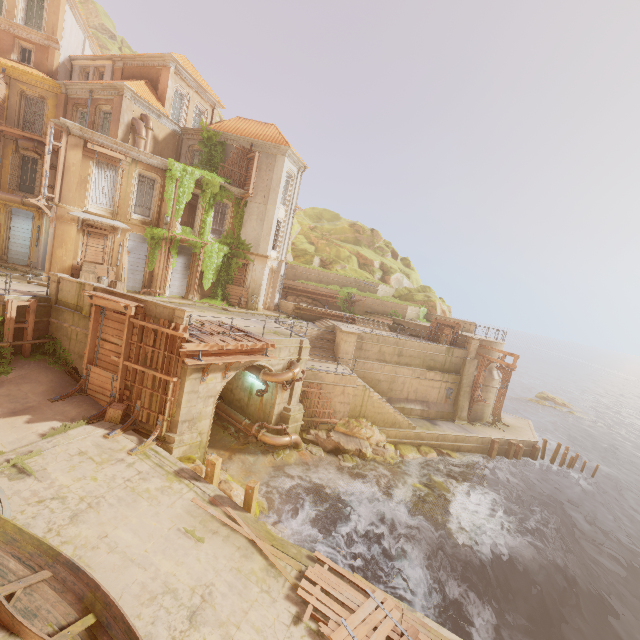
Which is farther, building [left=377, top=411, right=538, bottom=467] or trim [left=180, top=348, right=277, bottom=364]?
building [left=377, top=411, right=538, bottom=467]

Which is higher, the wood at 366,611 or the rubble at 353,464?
the wood at 366,611

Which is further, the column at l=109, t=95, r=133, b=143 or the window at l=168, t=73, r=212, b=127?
the window at l=168, t=73, r=212, b=127

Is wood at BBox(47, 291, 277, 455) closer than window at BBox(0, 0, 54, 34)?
Yes

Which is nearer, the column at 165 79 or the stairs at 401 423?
the stairs at 401 423

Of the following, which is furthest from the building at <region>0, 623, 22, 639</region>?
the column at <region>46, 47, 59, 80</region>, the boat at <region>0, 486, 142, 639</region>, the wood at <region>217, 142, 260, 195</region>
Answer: the column at <region>46, 47, 59, 80</region>

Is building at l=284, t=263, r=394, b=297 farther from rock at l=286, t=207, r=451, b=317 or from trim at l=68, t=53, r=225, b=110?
trim at l=68, t=53, r=225, b=110

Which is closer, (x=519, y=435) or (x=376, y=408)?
(x=376, y=408)
